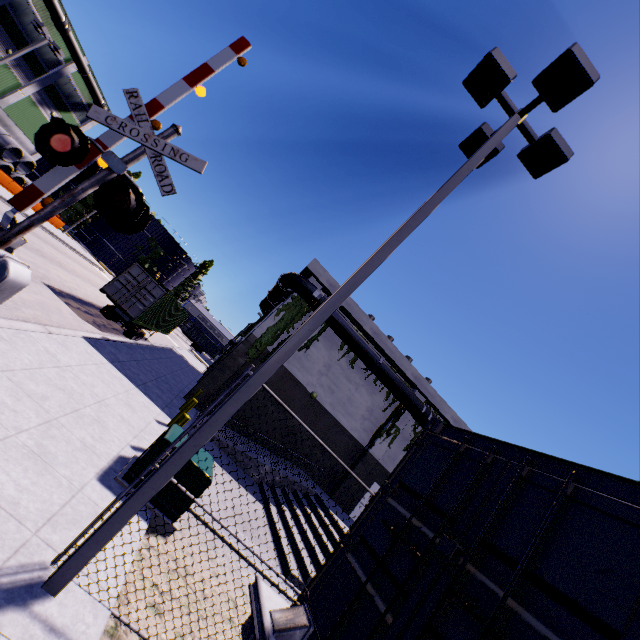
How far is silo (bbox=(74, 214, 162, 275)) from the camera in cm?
5659

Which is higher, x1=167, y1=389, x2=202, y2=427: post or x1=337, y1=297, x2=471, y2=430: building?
x1=337, y1=297, x2=471, y2=430: building

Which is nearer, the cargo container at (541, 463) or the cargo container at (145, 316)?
the cargo container at (541, 463)

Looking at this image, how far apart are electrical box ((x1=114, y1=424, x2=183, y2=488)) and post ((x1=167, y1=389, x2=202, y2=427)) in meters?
3.7 m

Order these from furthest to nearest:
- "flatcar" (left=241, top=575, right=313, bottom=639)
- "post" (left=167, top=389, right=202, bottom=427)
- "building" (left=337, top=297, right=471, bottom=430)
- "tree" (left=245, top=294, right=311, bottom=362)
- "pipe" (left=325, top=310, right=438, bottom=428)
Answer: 1. "building" (left=337, top=297, right=471, bottom=430)
2. "pipe" (left=325, top=310, right=438, bottom=428)
3. "tree" (left=245, top=294, right=311, bottom=362)
4. "post" (left=167, top=389, right=202, bottom=427)
5. "flatcar" (left=241, top=575, right=313, bottom=639)

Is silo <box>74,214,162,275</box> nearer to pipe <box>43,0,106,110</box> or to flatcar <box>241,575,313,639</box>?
pipe <box>43,0,106,110</box>

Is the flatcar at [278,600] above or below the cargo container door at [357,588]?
below

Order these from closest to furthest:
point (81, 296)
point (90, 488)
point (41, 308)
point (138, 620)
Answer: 1. point (138, 620)
2. point (90, 488)
3. point (41, 308)
4. point (81, 296)
